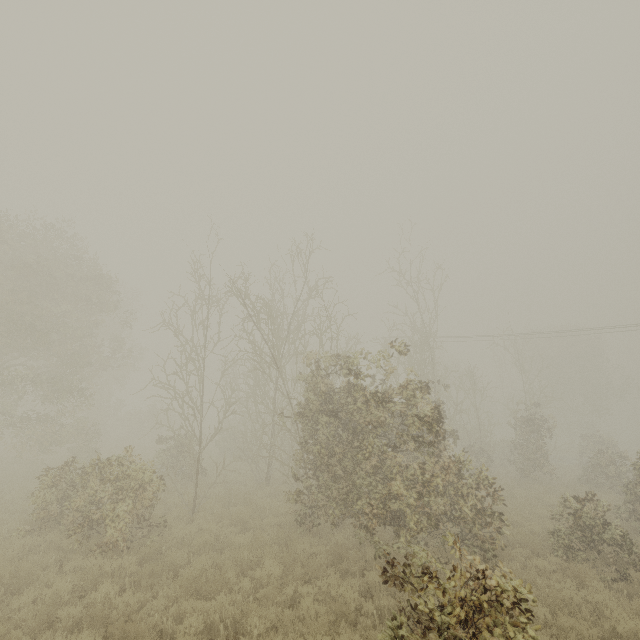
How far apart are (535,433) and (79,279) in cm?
3116
